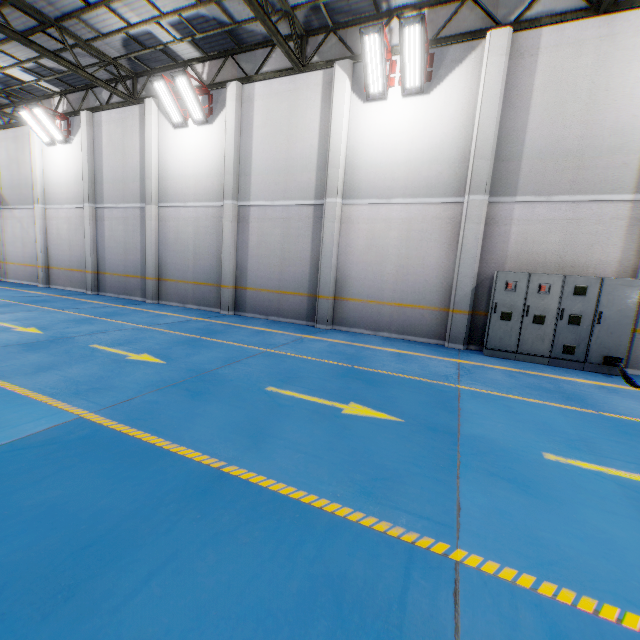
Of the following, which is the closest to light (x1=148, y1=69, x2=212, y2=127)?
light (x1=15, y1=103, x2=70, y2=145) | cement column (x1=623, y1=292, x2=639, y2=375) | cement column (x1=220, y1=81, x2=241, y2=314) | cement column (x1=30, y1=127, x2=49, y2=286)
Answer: cement column (x1=220, y1=81, x2=241, y2=314)

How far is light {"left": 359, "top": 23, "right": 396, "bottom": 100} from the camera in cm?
813

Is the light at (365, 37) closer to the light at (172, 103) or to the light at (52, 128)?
the light at (172, 103)

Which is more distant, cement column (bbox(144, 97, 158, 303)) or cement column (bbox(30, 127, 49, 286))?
cement column (bbox(30, 127, 49, 286))

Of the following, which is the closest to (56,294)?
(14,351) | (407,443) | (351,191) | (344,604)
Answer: (14,351)

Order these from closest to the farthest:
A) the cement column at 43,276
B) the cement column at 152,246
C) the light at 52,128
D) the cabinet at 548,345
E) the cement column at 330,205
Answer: the cabinet at 548,345
the cement column at 330,205
the cement column at 152,246
the light at 52,128
the cement column at 43,276

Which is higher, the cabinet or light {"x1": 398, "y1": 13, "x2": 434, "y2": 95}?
light {"x1": 398, "y1": 13, "x2": 434, "y2": 95}

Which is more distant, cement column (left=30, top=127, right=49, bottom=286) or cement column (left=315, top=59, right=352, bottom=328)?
cement column (left=30, top=127, right=49, bottom=286)
